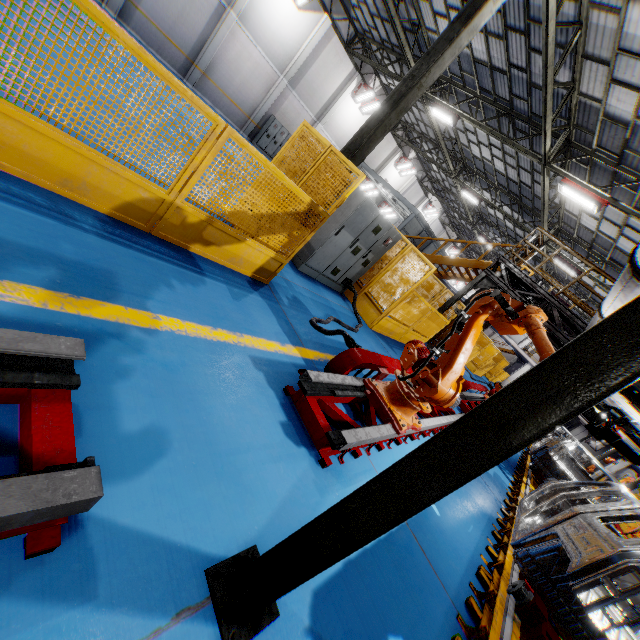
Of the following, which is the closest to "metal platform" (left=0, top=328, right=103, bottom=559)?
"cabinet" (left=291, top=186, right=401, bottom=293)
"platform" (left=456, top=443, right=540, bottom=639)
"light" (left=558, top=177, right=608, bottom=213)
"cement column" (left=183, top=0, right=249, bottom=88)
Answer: "platform" (left=456, top=443, right=540, bottom=639)

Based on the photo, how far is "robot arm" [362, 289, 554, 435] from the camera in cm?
348

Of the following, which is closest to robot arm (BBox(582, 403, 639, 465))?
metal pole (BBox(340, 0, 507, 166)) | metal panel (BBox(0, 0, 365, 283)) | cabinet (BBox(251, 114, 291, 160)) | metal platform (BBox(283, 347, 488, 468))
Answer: metal platform (BBox(283, 347, 488, 468))

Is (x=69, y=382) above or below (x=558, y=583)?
below

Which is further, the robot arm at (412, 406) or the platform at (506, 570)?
the robot arm at (412, 406)

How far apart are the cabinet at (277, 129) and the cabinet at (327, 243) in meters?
Answer: 16.4

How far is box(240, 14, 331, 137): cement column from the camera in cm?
1856

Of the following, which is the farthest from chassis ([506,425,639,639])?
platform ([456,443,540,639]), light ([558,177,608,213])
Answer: light ([558,177,608,213])
